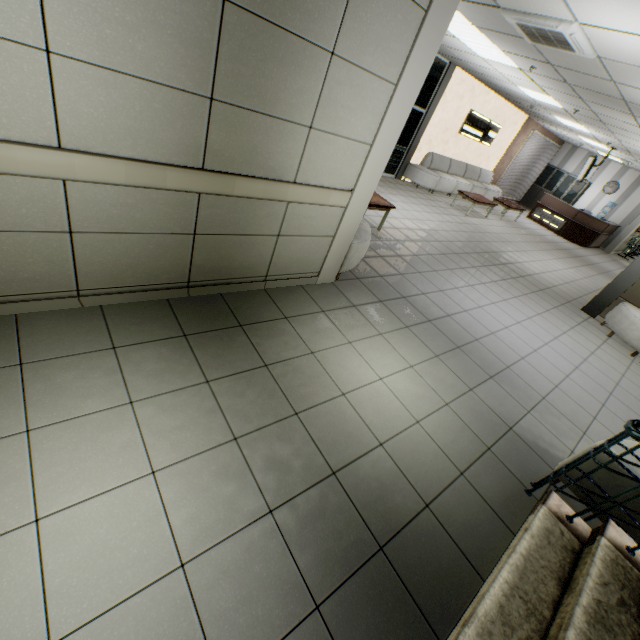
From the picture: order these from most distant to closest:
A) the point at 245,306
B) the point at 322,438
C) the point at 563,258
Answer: the point at 563,258, the point at 245,306, the point at 322,438

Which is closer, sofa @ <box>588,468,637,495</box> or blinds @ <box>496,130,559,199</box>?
sofa @ <box>588,468,637,495</box>

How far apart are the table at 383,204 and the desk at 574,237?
12.12m

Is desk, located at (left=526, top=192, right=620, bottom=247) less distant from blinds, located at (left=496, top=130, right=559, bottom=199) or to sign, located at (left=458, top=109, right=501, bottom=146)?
blinds, located at (left=496, top=130, right=559, bottom=199)

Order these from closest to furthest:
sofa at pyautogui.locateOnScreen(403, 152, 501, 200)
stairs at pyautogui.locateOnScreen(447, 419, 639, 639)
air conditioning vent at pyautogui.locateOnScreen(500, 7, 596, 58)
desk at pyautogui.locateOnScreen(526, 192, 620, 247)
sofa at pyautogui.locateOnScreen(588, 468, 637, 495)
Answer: stairs at pyautogui.locateOnScreen(447, 419, 639, 639) → sofa at pyautogui.locateOnScreen(588, 468, 637, 495) → air conditioning vent at pyautogui.locateOnScreen(500, 7, 596, 58) → sofa at pyautogui.locateOnScreen(403, 152, 501, 200) → desk at pyautogui.locateOnScreen(526, 192, 620, 247)

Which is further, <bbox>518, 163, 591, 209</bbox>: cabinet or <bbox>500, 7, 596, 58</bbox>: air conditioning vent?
<bbox>518, 163, 591, 209</bbox>: cabinet

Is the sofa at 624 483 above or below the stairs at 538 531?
above

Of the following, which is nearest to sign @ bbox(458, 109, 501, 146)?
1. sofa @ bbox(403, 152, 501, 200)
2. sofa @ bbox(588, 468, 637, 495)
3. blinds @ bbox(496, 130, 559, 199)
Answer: sofa @ bbox(403, 152, 501, 200)
